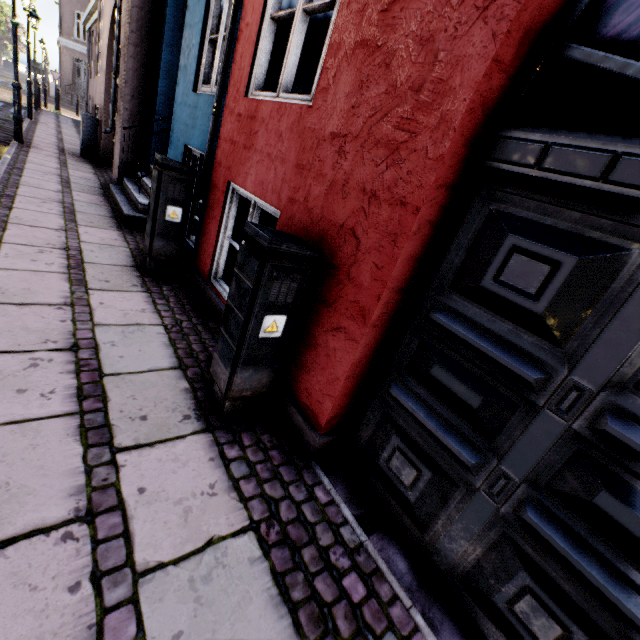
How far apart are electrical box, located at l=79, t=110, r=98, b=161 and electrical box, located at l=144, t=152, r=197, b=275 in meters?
7.2

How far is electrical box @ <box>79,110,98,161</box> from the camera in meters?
8.2

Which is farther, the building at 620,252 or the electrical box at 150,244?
the electrical box at 150,244

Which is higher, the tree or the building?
the tree

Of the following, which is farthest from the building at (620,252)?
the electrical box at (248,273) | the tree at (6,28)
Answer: the tree at (6,28)

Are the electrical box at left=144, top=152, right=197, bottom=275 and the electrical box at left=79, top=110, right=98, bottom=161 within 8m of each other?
yes

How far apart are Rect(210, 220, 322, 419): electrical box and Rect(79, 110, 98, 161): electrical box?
9.6 meters

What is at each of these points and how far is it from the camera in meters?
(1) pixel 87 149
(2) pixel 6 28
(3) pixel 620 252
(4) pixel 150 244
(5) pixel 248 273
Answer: (1) electrical box, 8.5
(2) tree, 49.0
(3) building, 1.2
(4) electrical box, 3.6
(5) electrical box, 1.8
